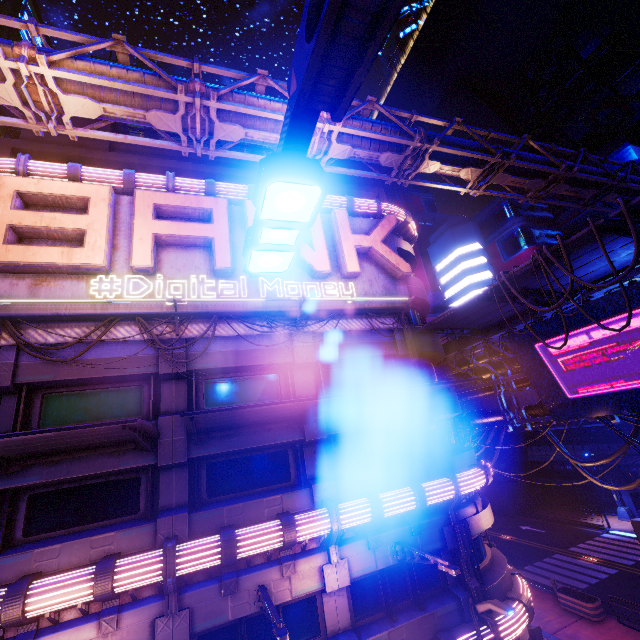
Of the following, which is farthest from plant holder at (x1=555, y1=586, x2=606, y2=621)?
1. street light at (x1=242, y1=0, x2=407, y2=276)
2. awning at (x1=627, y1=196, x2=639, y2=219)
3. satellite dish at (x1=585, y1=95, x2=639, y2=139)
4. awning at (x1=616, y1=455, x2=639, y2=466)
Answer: satellite dish at (x1=585, y1=95, x2=639, y2=139)

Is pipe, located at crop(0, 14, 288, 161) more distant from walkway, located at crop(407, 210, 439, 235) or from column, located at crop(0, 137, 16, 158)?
walkway, located at crop(407, 210, 439, 235)

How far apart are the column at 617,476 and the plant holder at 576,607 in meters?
17.6 m

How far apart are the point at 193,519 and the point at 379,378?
9.1m

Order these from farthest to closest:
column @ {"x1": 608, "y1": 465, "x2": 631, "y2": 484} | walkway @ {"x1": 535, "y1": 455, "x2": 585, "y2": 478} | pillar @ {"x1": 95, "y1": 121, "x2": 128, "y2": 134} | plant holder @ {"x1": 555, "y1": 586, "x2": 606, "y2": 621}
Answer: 1. walkway @ {"x1": 535, "y1": 455, "x2": 585, "y2": 478}
2. column @ {"x1": 608, "y1": 465, "x2": 631, "y2": 484}
3. plant holder @ {"x1": 555, "y1": 586, "x2": 606, "y2": 621}
4. pillar @ {"x1": 95, "y1": 121, "x2": 128, "y2": 134}

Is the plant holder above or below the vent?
below

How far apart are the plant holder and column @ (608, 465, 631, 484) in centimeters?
1764cm

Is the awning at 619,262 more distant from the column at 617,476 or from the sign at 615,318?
the column at 617,476
